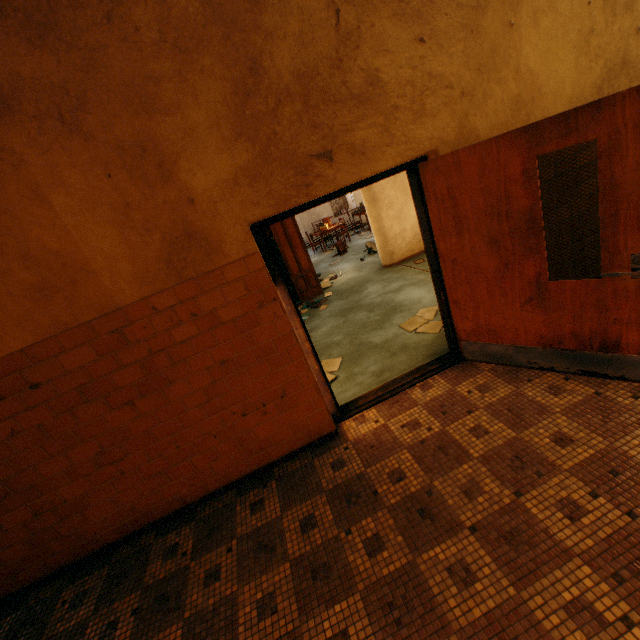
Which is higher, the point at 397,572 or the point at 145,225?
the point at 145,225

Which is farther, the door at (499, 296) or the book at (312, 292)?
the book at (312, 292)

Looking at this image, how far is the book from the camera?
7.15m

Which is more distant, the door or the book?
the book

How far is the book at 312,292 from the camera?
7.2m
